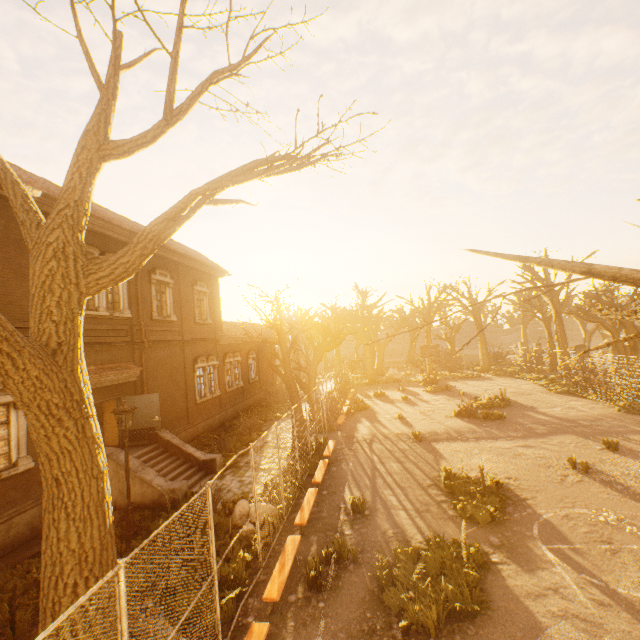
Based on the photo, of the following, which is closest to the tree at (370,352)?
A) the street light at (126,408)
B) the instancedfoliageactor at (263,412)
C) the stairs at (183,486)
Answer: the instancedfoliageactor at (263,412)

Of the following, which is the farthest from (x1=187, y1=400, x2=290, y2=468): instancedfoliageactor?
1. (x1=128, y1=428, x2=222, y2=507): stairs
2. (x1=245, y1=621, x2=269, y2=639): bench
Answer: (x1=245, y1=621, x2=269, y2=639): bench

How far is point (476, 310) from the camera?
36.0 meters

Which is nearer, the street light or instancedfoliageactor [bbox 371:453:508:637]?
instancedfoliageactor [bbox 371:453:508:637]

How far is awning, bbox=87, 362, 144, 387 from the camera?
12.4 meters

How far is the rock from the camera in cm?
945

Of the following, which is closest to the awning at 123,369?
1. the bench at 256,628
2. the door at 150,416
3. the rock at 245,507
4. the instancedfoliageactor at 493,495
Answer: the door at 150,416

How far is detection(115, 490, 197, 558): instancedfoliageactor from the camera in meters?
8.7
